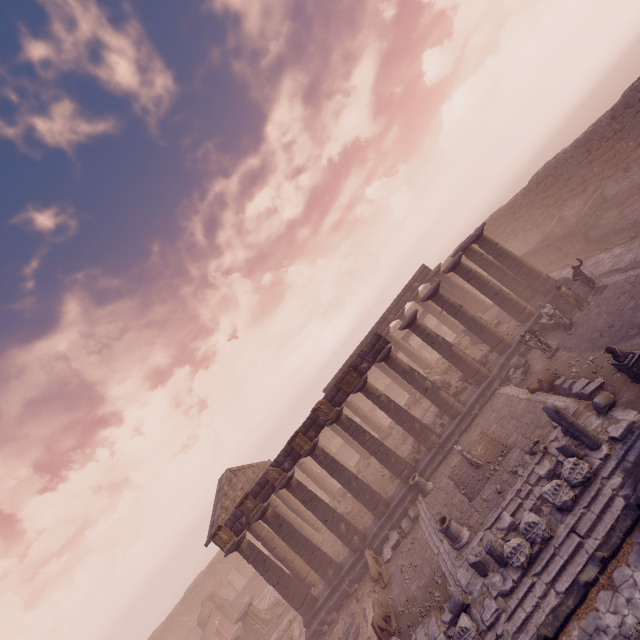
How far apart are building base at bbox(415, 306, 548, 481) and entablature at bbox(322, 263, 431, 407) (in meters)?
5.29

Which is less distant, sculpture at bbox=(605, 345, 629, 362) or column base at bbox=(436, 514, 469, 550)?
sculpture at bbox=(605, 345, 629, 362)

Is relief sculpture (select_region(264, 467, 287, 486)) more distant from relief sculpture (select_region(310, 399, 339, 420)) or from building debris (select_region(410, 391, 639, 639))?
building debris (select_region(410, 391, 639, 639))

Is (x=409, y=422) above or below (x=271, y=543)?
below

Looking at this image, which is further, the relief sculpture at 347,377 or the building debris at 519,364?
the relief sculpture at 347,377

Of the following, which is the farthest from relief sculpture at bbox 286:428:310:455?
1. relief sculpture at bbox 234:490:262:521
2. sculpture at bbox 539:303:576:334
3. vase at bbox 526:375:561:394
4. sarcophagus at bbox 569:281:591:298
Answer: sarcophagus at bbox 569:281:591:298

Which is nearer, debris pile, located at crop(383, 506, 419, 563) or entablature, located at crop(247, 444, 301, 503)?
debris pile, located at crop(383, 506, 419, 563)

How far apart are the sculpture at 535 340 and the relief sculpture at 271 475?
13.9 meters
